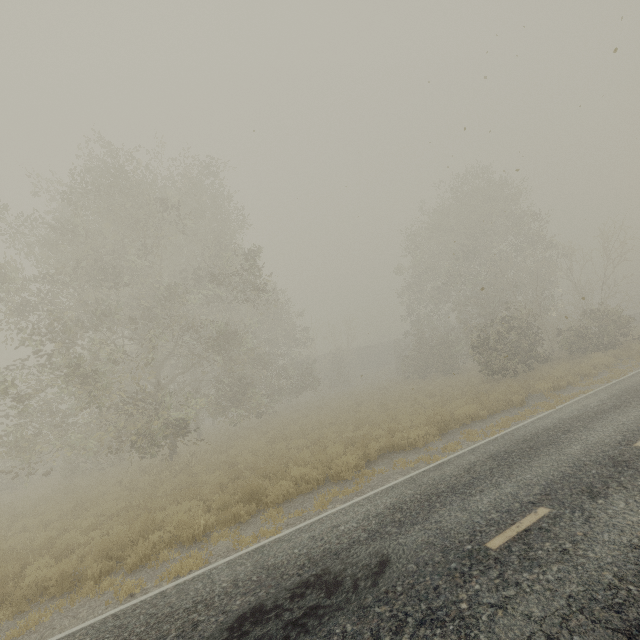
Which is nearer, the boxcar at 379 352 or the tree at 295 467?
the tree at 295 467

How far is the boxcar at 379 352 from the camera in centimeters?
5134cm

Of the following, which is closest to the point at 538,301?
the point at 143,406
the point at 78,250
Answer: the point at 143,406

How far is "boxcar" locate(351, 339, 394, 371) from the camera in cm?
5134

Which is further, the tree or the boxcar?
the boxcar
